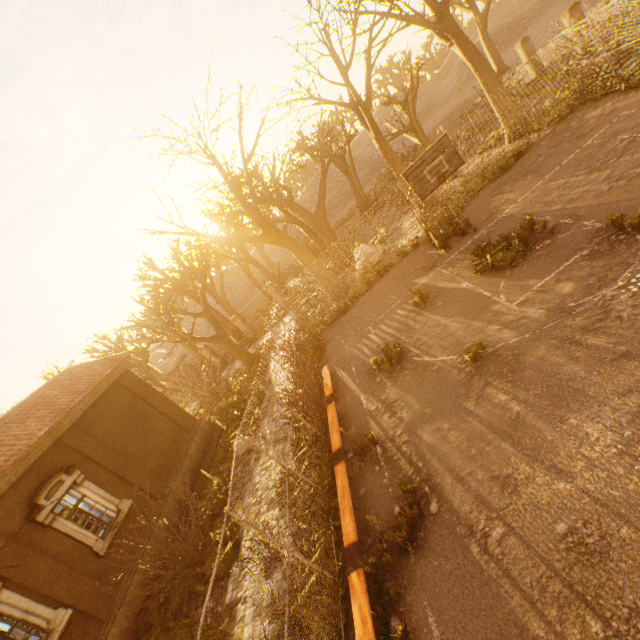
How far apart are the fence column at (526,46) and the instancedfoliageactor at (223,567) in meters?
30.8

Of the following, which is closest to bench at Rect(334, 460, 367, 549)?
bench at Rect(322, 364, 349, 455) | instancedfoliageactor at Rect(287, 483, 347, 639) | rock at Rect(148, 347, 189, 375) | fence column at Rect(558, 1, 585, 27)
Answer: instancedfoliageactor at Rect(287, 483, 347, 639)

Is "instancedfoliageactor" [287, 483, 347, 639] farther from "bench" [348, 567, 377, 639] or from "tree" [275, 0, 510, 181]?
"tree" [275, 0, 510, 181]

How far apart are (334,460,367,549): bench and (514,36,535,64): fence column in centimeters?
2810cm

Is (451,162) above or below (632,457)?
above

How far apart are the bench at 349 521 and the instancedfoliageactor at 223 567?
4.0 meters

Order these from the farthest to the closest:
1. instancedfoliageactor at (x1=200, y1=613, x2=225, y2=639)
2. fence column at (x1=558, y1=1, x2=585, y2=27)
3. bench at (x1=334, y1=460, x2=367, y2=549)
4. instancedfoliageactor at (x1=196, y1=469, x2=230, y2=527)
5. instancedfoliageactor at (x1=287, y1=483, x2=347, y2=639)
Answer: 1. fence column at (x1=558, y1=1, x2=585, y2=27)
2. instancedfoliageactor at (x1=196, y1=469, x2=230, y2=527)
3. instancedfoliageactor at (x1=200, y1=613, x2=225, y2=639)
4. bench at (x1=334, y1=460, x2=367, y2=549)
5. instancedfoliageactor at (x1=287, y1=483, x2=347, y2=639)

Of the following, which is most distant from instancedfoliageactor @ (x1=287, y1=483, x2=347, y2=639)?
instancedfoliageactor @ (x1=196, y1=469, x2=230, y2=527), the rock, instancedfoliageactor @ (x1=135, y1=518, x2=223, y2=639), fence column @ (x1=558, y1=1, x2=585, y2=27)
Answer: the rock
